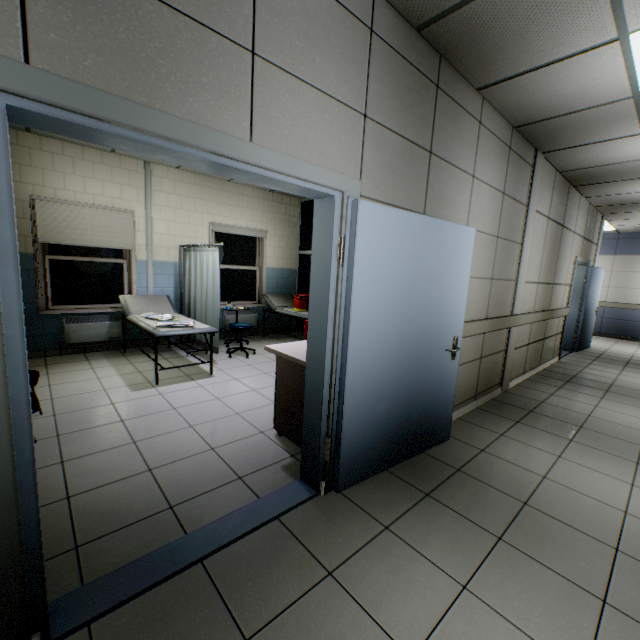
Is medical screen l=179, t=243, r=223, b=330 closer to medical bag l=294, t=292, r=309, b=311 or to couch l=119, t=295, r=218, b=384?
couch l=119, t=295, r=218, b=384

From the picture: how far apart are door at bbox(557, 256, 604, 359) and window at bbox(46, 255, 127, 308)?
8.5m

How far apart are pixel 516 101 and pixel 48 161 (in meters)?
6.15

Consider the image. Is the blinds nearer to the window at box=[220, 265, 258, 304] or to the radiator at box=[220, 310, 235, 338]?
the window at box=[220, 265, 258, 304]

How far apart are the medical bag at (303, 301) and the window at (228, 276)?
1.2m

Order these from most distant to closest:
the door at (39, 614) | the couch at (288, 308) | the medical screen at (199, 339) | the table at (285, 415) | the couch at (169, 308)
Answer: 1. the couch at (288, 308)
2. the medical screen at (199, 339)
3. the couch at (169, 308)
4. the table at (285, 415)
5. the door at (39, 614)

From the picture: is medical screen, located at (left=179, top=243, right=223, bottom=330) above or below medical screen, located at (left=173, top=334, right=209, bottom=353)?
above

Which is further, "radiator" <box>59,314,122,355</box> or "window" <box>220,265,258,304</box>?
"window" <box>220,265,258,304</box>
